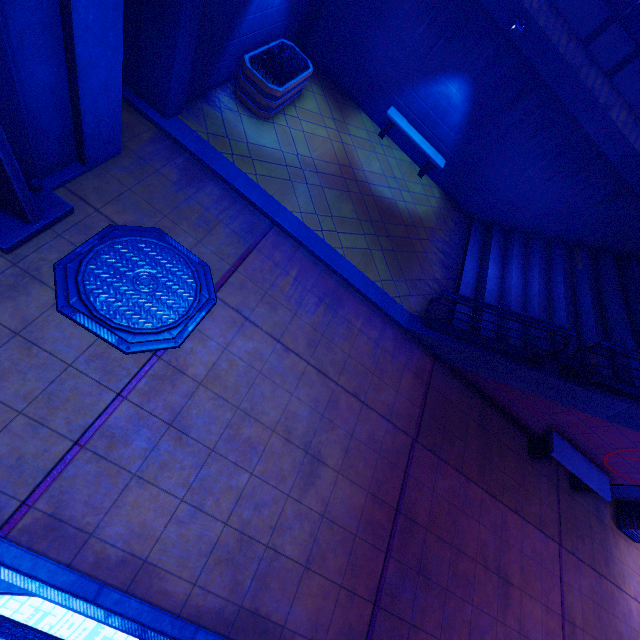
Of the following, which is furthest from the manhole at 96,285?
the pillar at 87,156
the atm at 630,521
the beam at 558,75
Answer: the atm at 630,521

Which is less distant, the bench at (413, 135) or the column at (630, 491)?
the column at (630, 491)

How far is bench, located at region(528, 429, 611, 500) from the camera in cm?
795

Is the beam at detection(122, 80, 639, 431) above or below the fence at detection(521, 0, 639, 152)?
below

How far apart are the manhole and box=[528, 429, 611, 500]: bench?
8.55m

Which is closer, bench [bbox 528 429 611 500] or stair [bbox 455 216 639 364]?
bench [bbox 528 429 611 500]

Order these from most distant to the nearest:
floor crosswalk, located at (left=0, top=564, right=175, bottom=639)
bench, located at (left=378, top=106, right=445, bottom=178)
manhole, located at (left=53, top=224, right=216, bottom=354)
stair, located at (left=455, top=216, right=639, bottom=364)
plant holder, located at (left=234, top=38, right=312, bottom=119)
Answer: bench, located at (left=378, top=106, right=445, bottom=178) < stair, located at (left=455, top=216, right=639, bottom=364) < plant holder, located at (left=234, top=38, right=312, bottom=119) < manhole, located at (left=53, top=224, right=216, bottom=354) < floor crosswalk, located at (left=0, top=564, right=175, bottom=639)

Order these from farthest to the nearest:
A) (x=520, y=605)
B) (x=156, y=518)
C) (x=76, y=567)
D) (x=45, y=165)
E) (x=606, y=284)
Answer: (x=606, y=284) → (x=520, y=605) → (x=45, y=165) → (x=156, y=518) → (x=76, y=567)
